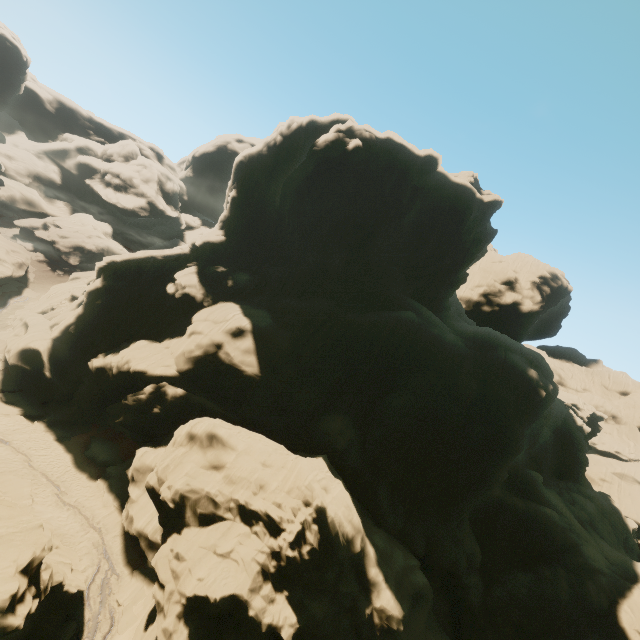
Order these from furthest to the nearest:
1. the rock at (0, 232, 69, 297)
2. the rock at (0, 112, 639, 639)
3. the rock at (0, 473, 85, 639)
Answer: the rock at (0, 232, 69, 297)
the rock at (0, 112, 639, 639)
the rock at (0, 473, 85, 639)

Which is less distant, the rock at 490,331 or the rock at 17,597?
the rock at 17,597

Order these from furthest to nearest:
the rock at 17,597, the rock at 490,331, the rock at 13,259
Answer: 1. the rock at 13,259
2. the rock at 490,331
3. the rock at 17,597

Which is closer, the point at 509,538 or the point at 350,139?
the point at 509,538

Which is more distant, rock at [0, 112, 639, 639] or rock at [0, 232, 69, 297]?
rock at [0, 232, 69, 297]
